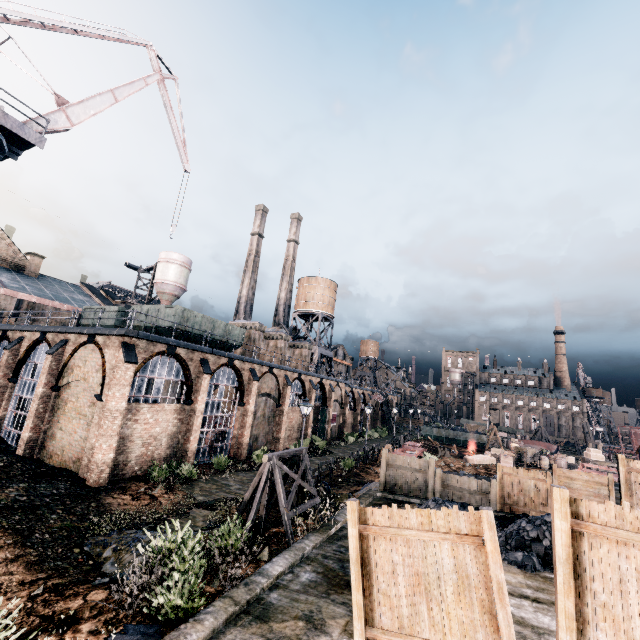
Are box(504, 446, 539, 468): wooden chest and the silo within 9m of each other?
no

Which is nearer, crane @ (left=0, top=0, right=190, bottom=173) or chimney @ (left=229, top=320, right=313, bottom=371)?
crane @ (left=0, top=0, right=190, bottom=173)

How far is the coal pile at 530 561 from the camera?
9.9m

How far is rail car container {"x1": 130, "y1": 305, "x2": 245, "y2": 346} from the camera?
23.5 meters

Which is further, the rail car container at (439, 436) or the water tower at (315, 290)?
the rail car container at (439, 436)

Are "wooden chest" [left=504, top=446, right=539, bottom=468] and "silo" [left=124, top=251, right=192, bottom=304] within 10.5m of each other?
no

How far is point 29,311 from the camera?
24.5m

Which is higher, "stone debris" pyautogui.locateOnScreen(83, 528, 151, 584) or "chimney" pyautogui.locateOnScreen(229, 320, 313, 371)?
"chimney" pyautogui.locateOnScreen(229, 320, 313, 371)
